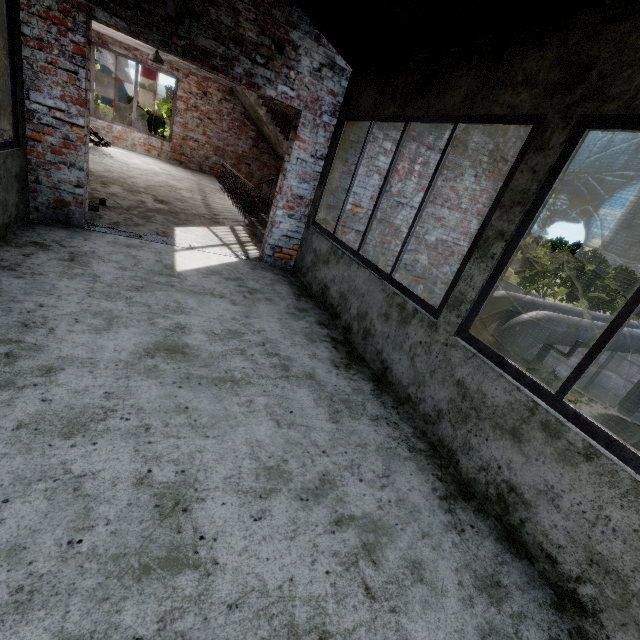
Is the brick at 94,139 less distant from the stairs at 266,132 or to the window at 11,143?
the stairs at 266,132

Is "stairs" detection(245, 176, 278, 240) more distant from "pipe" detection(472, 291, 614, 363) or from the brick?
the brick

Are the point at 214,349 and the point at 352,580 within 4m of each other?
yes

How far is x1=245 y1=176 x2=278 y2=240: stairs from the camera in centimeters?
668cm

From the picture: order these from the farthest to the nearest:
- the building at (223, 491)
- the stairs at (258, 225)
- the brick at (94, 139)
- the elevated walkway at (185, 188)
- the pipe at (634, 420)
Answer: the pipe at (634, 420) < the brick at (94, 139) < the stairs at (258, 225) < the elevated walkway at (185, 188) < the building at (223, 491)

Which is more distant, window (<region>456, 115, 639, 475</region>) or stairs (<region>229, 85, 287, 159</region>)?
stairs (<region>229, 85, 287, 159</region>)

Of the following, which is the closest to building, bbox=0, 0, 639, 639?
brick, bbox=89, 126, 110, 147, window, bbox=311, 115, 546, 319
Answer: window, bbox=311, 115, 546, 319

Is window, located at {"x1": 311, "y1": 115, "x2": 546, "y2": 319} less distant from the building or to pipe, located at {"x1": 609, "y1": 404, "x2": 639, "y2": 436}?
the building
